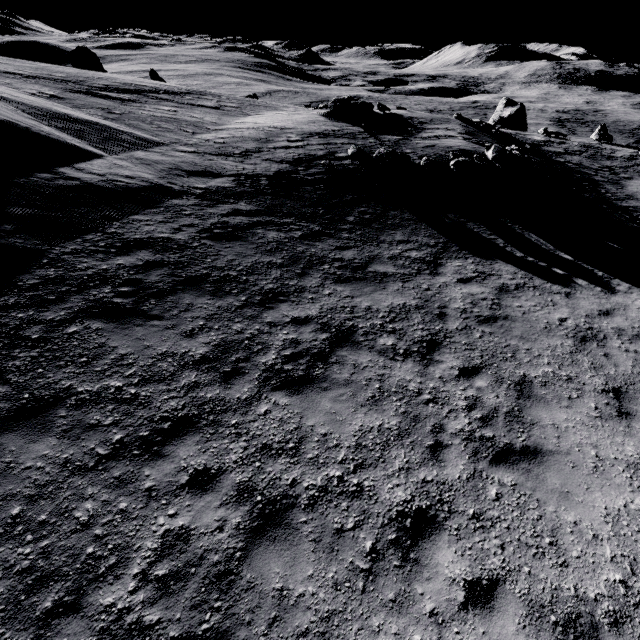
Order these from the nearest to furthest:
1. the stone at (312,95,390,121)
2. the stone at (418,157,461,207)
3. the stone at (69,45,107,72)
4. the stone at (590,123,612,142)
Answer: the stone at (418,157,461,207) < the stone at (312,95,390,121) < the stone at (590,123,612,142) < the stone at (69,45,107,72)

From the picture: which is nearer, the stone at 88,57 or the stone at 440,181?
the stone at 440,181

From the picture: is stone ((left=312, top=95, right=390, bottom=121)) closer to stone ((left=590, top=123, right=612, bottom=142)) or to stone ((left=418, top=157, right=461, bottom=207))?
stone ((left=418, top=157, right=461, bottom=207))

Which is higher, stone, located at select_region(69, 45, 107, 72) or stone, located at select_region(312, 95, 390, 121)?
stone, located at select_region(69, 45, 107, 72)

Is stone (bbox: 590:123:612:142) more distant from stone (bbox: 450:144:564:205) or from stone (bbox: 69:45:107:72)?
stone (bbox: 69:45:107:72)

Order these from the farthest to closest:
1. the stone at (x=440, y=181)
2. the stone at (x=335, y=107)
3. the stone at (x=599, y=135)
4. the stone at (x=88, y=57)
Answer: the stone at (x=88, y=57)
the stone at (x=599, y=135)
the stone at (x=335, y=107)
the stone at (x=440, y=181)

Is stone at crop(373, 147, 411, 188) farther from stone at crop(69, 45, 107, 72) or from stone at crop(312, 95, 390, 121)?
stone at crop(69, 45, 107, 72)

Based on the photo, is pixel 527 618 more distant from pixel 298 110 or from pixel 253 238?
pixel 298 110
